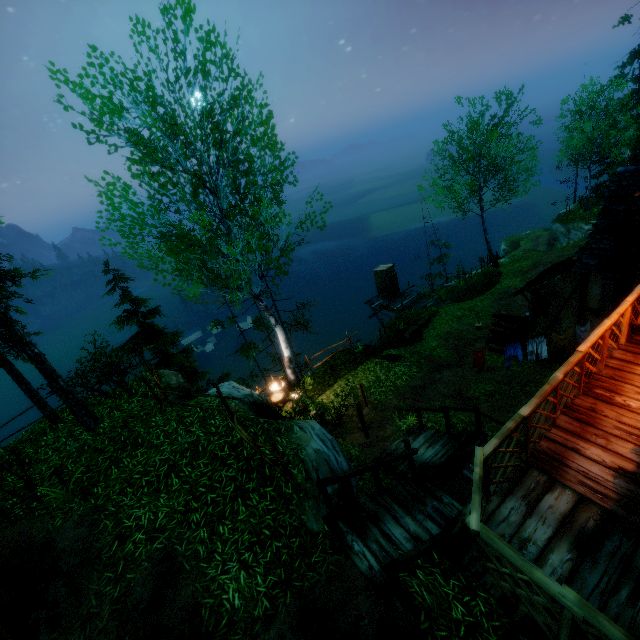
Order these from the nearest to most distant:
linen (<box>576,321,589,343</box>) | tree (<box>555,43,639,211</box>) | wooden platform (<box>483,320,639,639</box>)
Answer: wooden platform (<box>483,320,639,639</box>), linen (<box>576,321,589,343</box>), tree (<box>555,43,639,211</box>)

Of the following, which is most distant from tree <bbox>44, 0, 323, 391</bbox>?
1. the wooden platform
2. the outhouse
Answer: the wooden platform

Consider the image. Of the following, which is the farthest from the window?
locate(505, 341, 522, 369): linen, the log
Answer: the log

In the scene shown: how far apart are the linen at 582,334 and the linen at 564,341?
0.1 meters

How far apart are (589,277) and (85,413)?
16.4m

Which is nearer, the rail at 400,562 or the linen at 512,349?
the rail at 400,562

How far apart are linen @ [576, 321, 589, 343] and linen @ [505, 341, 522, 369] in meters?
1.8

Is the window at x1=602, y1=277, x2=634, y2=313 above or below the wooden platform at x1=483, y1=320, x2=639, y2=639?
below
